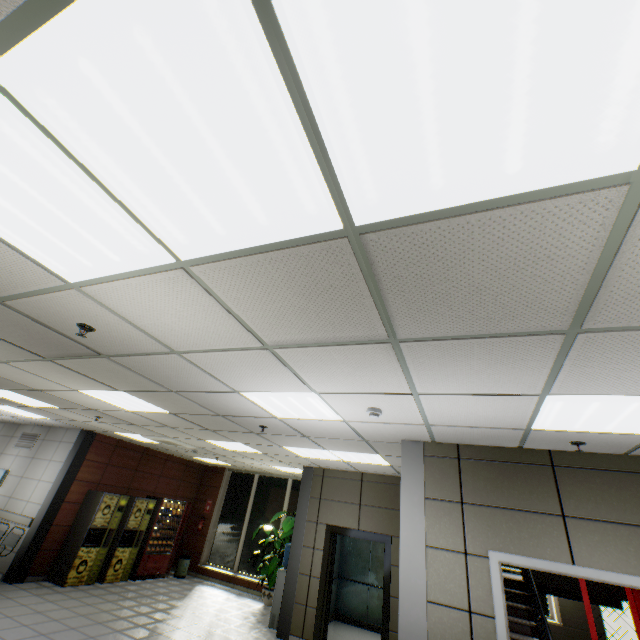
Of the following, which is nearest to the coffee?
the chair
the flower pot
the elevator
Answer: the chair

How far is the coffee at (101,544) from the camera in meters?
7.6

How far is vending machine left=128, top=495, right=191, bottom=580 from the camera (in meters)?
9.04

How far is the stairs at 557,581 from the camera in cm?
592

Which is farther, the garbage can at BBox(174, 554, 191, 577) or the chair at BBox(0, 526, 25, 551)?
the garbage can at BBox(174, 554, 191, 577)

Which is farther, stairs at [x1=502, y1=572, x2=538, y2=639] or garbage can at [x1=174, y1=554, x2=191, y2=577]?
garbage can at [x1=174, y1=554, x2=191, y2=577]

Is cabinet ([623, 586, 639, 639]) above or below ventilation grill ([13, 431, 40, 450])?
below

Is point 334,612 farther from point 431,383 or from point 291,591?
point 431,383
